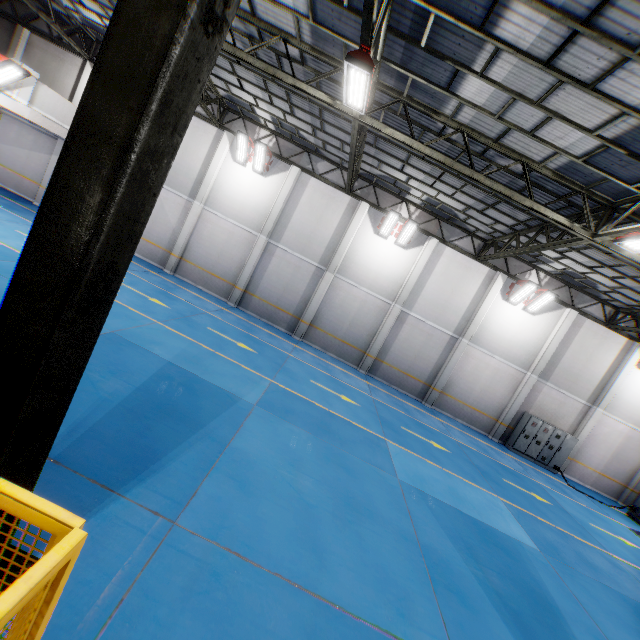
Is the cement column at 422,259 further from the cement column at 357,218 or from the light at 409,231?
the cement column at 357,218

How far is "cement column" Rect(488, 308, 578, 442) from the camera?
16.58m

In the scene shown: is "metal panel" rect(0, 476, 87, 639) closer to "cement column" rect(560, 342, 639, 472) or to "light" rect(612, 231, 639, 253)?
"light" rect(612, 231, 639, 253)

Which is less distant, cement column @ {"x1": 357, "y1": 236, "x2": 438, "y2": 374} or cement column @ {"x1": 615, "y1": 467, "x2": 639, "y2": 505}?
cement column @ {"x1": 357, "y1": 236, "x2": 438, "y2": 374}

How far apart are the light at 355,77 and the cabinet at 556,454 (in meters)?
16.66

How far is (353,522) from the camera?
5.64m

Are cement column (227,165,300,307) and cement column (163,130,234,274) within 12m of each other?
yes

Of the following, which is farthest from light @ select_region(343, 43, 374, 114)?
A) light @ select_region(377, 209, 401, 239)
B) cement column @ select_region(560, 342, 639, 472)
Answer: cement column @ select_region(560, 342, 639, 472)
